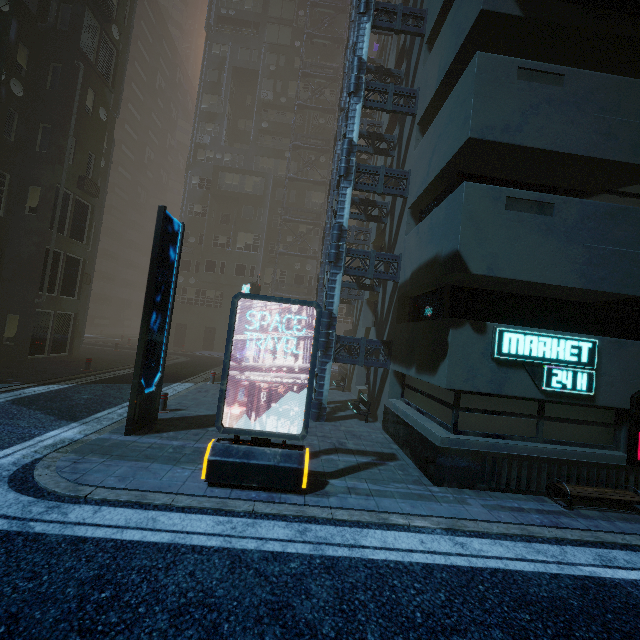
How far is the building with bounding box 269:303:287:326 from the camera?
33.91m

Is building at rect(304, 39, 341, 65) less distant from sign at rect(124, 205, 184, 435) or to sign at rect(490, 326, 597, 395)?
sign at rect(490, 326, 597, 395)

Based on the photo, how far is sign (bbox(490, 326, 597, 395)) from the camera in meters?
6.8

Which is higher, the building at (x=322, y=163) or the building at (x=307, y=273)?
the building at (x=322, y=163)

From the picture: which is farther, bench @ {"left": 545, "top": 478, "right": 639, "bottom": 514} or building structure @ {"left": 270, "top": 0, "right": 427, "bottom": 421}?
building structure @ {"left": 270, "top": 0, "right": 427, "bottom": 421}

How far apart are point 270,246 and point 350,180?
24.49m

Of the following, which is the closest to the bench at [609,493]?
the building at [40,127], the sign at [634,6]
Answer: the building at [40,127]
